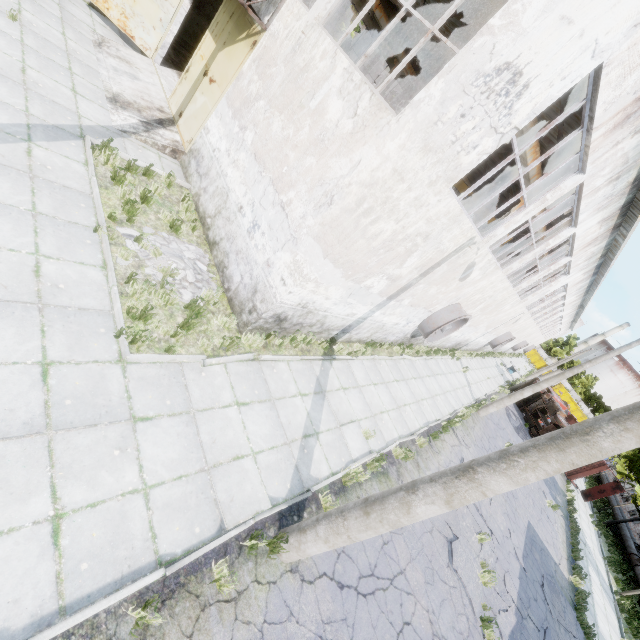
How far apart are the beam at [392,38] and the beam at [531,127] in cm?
1186

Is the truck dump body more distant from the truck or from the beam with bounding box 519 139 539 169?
the beam with bounding box 519 139 539 169

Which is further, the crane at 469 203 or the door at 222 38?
the crane at 469 203

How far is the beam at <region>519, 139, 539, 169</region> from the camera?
11.0 meters

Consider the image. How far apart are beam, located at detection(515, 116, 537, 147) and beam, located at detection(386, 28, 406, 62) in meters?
11.9 m

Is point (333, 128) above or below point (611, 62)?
below

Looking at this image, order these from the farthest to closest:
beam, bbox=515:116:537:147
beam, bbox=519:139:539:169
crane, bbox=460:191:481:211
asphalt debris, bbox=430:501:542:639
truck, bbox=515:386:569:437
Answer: truck, bbox=515:386:569:437 → crane, bbox=460:191:481:211 → beam, bbox=519:139:539:169 → beam, bbox=515:116:537:147 → asphalt debris, bbox=430:501:542:639

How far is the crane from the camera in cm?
2397
